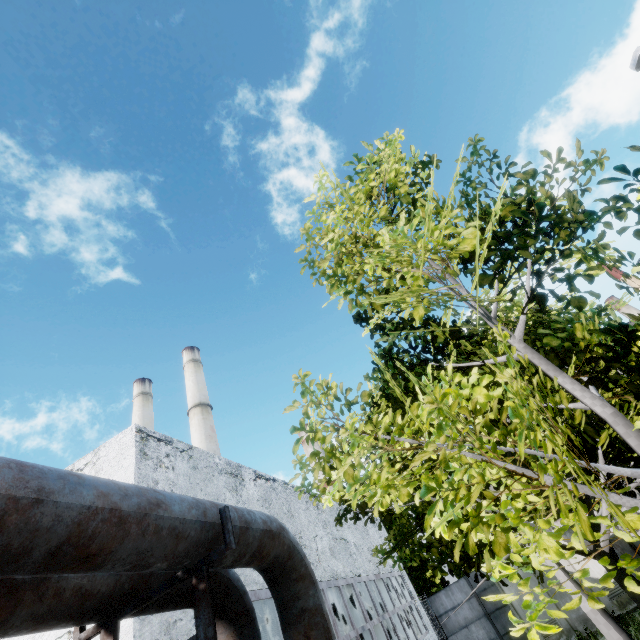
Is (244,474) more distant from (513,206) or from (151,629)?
(513,206)

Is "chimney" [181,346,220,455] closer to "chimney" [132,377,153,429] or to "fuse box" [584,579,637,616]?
"chimney" [132,377,153,429]

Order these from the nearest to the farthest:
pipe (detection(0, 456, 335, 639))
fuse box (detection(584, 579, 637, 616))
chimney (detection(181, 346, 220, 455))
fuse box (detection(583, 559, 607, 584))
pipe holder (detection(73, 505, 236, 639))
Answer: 1. pipe (detection(0, 456, 335, 639))
2. pipe holder (detection(73, 505, 236, 639))
3. fuse box (detection(584, 579, 637, 616))
4. fuse box (detection(583, 559, 607, 584))
5. chimney (detection(181, 346, 220, 455))

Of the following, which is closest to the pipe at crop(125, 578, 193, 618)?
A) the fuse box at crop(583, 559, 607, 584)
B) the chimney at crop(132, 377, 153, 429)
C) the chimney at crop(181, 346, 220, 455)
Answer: the fuse box at crop(583, 559, 607, 584)

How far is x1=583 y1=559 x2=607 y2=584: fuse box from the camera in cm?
1471

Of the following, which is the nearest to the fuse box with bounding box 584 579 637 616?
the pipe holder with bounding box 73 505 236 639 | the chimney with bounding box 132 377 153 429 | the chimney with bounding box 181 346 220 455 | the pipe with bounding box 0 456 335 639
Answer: the pipe with bounding box 0 456 335 639

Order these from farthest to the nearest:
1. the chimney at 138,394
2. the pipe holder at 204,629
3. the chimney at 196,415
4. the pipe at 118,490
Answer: the chimney at 138,394
the chimney at 196,415
the pipe holder at 204,629
the pipe at 118,490

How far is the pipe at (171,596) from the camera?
3.3 meters
